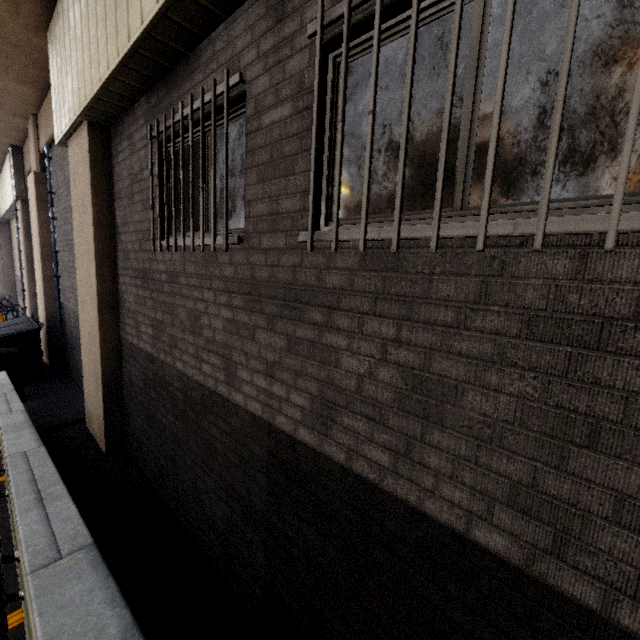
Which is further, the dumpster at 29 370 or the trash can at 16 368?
the dumpster at 29 370

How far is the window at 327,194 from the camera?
2.01m

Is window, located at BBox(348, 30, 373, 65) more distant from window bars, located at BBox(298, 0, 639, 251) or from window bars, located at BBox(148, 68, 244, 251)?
window bars, located at BBox(148, 68, 244, 251)

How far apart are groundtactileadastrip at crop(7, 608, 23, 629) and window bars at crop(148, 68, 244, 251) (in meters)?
3.00

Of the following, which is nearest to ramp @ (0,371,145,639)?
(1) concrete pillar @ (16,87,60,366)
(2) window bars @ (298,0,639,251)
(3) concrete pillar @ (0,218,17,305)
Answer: (2) window bars @ (298,0,639,251)

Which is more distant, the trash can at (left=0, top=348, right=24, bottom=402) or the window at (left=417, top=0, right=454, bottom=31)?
the trash can at (left=0, top=348, right=24, bottom=402)

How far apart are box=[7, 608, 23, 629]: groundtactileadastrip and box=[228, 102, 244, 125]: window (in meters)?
3.22

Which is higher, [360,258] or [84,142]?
[84,142]
